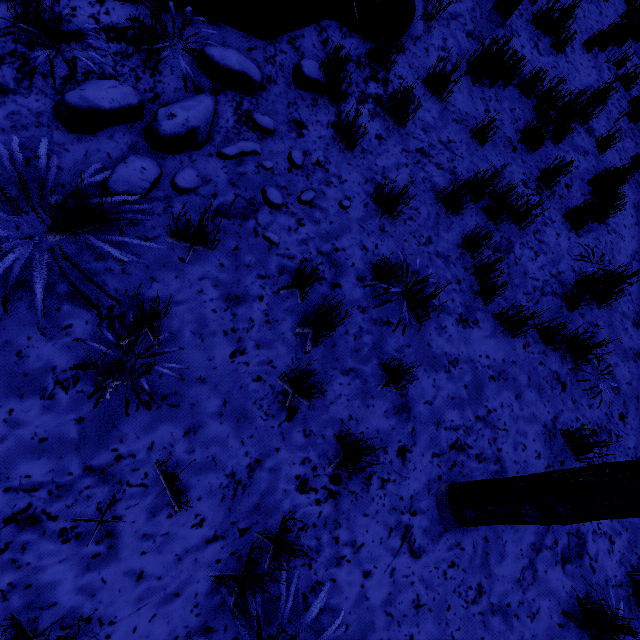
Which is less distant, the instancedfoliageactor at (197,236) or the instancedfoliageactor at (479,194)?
the instancedfoliageactor at (197,236)

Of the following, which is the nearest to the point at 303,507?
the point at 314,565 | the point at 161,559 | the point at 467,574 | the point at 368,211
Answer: the point at 314,565

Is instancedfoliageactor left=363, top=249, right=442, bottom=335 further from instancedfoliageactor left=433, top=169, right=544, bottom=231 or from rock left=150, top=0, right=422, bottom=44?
rock left=150, top=0, right=422, bottom=44

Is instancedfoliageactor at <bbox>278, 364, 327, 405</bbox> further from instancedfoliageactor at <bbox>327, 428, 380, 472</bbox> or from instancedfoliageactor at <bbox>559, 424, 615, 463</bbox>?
instancedfoliageactor at <bbox>559, 424, 615, 463</bbox>

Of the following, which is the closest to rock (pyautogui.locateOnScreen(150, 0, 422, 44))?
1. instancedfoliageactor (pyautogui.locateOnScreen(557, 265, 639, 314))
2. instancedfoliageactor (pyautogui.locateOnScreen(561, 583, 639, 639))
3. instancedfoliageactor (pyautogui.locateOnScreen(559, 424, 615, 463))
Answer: instancedfoliageactor (pyautogui.locateOnScreen(557, 265, 639, 314))

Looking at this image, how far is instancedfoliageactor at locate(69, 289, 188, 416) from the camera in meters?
1.9

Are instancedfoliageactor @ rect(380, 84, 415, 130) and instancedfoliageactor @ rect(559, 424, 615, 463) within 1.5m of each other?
no

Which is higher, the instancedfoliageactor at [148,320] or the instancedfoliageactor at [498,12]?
the instancedfoliageactor at [498,12]
